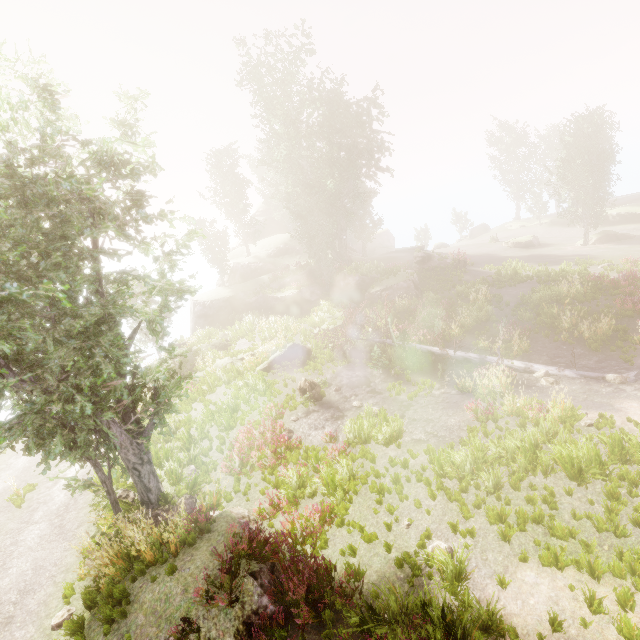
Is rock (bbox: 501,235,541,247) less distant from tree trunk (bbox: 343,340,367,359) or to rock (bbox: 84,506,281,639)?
tree trunk (bbox: 343,340,367,359)

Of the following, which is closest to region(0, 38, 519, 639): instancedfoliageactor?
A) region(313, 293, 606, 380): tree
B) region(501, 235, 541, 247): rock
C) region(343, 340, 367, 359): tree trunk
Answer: region(501, 235, 541, 247): rock

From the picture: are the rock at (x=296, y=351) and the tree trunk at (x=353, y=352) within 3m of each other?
yes

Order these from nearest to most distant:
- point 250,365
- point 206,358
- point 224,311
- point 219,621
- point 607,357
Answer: point 219,621, point 607,357, point 250,365, point 206,358, point 224,311

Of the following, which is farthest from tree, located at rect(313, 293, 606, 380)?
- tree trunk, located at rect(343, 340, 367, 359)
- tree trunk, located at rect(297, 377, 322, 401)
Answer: tree trunk, located at rect(297, 377, 322, 401)

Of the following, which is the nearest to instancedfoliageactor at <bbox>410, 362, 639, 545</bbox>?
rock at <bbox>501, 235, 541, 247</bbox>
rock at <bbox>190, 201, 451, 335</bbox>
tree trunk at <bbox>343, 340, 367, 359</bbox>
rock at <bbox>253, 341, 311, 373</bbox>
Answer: rock at <bbox>190, 201, 451, 335</bbox>

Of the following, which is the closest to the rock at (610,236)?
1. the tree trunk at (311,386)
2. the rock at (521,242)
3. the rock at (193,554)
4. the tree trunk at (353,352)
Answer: the rock at (521,242)

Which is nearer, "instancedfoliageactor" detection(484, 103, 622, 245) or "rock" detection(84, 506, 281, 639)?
"rock" detection(84, 506, 281, 639)
